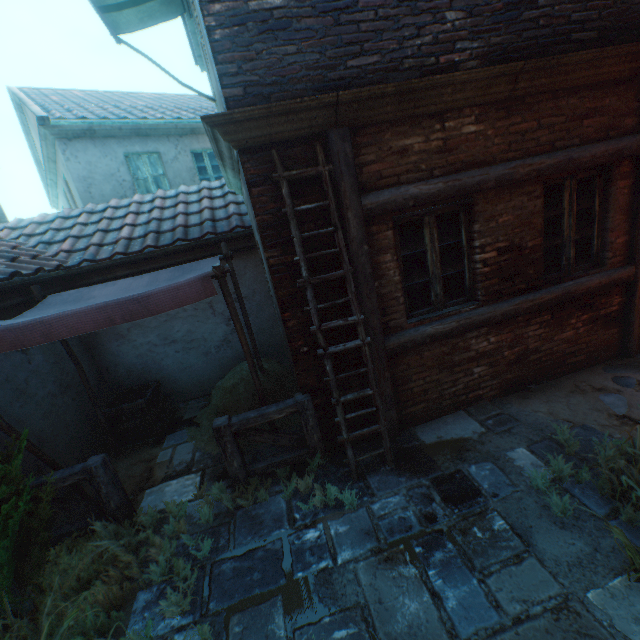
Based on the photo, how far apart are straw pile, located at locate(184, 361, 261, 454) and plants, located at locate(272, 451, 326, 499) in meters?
1.1 m

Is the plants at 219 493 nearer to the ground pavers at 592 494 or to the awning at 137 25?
the ground pavers at 592 494

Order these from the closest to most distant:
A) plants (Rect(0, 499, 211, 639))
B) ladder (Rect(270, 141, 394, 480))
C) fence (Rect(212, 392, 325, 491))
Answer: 1. plants (Rect(0, 499, 211, 639))
2. ladder (Rect(270, 141, 394, 480))
3. fence (Rect(212, 392, 325, 491))

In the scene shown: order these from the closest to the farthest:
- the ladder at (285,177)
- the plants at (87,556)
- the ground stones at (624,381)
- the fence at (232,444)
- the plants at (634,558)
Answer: the plants at (634,558)
the plants at (87,556)
the ladder at (285,177)
the fence at (232,444)
the ground stones at (624,381)

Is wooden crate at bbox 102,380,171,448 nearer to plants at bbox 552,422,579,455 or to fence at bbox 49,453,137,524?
fence at bbox 49,453,137,524

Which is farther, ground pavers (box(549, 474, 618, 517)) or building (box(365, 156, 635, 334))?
building (box(365, 156, 635, 334))

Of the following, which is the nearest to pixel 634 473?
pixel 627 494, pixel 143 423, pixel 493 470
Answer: pixel 627 494

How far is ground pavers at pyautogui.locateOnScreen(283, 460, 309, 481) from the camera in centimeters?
398cm
